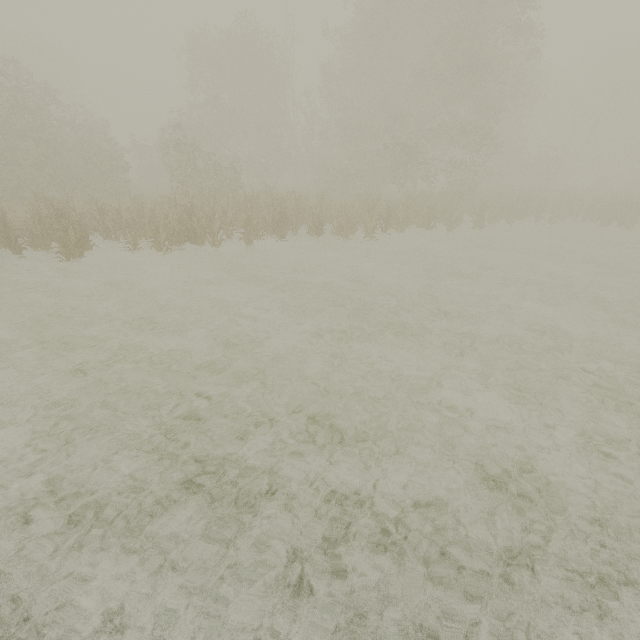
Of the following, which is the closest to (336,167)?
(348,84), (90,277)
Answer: (348,84)
